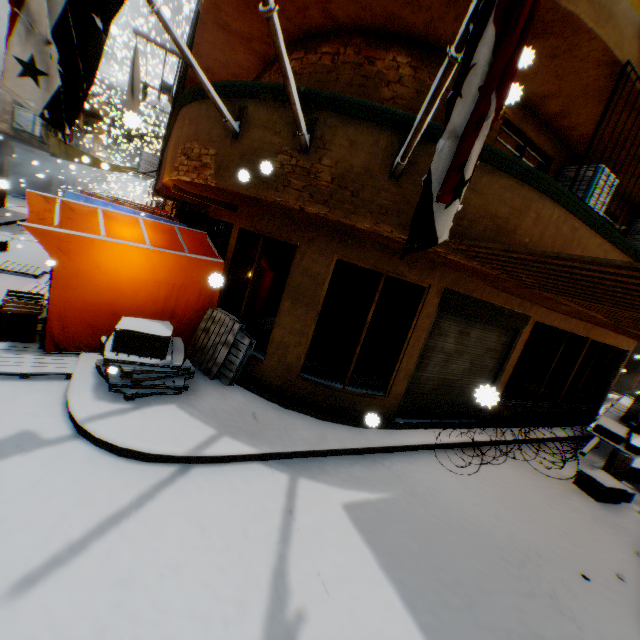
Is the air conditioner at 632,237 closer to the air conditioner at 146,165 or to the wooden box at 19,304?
the air conditioner at 146,165

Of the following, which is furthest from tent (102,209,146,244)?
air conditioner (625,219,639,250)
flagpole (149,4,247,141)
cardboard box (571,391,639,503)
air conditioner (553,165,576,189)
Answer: air conditioner (625,219,639,250)

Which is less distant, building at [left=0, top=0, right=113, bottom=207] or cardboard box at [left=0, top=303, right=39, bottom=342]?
cardboard box at [left=0, top=303, right=39, bottom=342]

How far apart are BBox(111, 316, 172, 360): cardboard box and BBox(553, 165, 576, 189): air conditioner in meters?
4.0 m

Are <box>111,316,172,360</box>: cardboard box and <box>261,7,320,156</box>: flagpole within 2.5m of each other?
yes

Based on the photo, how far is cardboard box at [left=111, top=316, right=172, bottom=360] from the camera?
4.6m

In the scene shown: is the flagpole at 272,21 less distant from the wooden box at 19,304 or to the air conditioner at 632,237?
the wooden box at 19,304

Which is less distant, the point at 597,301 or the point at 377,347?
the point at 597,301
